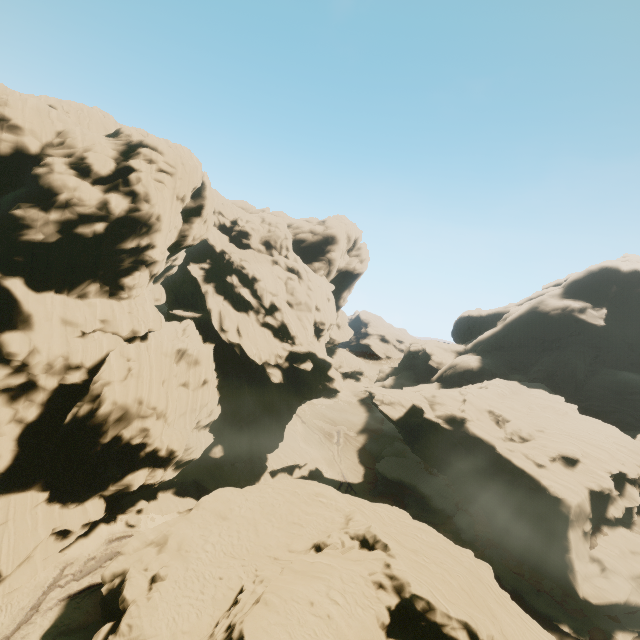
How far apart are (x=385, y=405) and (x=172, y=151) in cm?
4595
